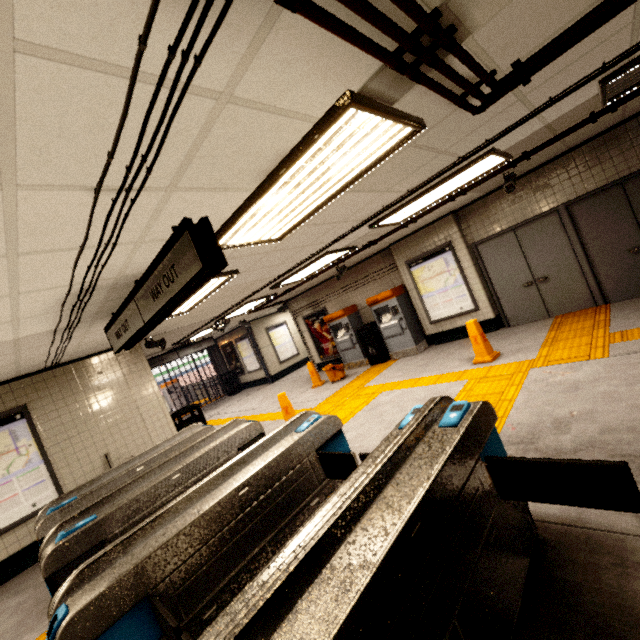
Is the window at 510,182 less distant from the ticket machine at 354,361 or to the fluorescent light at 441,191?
the fluorescent light at 441,191

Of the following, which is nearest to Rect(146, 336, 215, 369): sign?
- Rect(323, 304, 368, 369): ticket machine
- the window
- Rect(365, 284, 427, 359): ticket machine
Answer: Rect(323, 304, 368, 369): ticket machine

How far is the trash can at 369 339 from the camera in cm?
911

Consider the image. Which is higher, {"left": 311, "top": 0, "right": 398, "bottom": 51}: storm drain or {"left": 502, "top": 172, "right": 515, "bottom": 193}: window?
{"left": 311, "top": 0, "right": 398, "bottom": 51}: storm drain

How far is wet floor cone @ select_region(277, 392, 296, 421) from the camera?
6.5m

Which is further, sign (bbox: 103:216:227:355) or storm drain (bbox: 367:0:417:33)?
sign (bbox: 103:216:227:355)

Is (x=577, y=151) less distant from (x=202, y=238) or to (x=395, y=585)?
(x=202, y=238)

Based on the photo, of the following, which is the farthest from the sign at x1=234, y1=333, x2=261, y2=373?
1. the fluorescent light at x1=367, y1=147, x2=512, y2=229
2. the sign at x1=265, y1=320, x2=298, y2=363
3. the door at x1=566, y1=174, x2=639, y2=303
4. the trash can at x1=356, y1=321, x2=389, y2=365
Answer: the door at x1=566, y1=174, x2=639, y2=303
